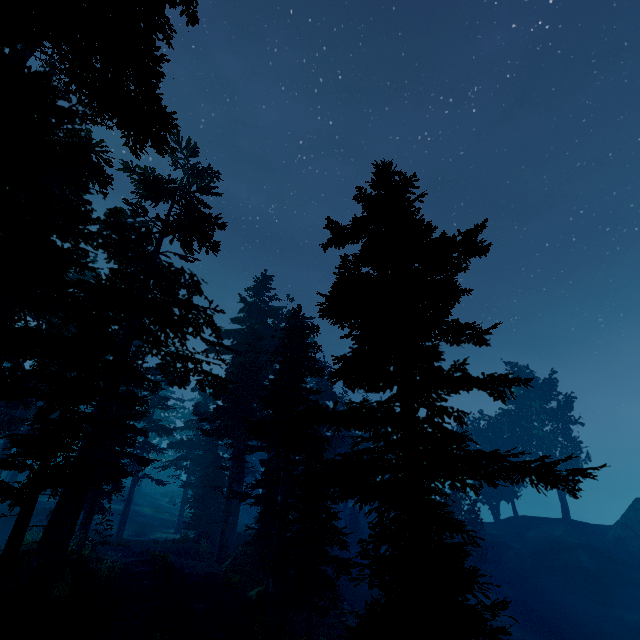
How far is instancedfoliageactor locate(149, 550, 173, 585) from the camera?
15.3m

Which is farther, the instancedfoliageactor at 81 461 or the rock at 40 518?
the rock at 40 518

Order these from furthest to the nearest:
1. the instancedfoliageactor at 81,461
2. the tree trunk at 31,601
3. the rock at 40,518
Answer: the rock at 40,518 < the tree trunk at 31,601 < the instancedfoliageactor at 81,461

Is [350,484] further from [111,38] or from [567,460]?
[111,38]

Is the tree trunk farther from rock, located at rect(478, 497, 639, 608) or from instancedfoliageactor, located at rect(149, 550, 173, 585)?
rock, located at rect(478, 497, 639, 608)

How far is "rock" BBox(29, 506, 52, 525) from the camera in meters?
29.0

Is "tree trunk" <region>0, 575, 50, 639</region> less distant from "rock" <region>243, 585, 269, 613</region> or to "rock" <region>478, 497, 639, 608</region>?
"rock" <region>243, 585, 269, 613</region>

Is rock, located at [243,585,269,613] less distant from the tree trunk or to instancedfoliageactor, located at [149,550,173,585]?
instancedfoliageactor, located at [149,550,173,585]
